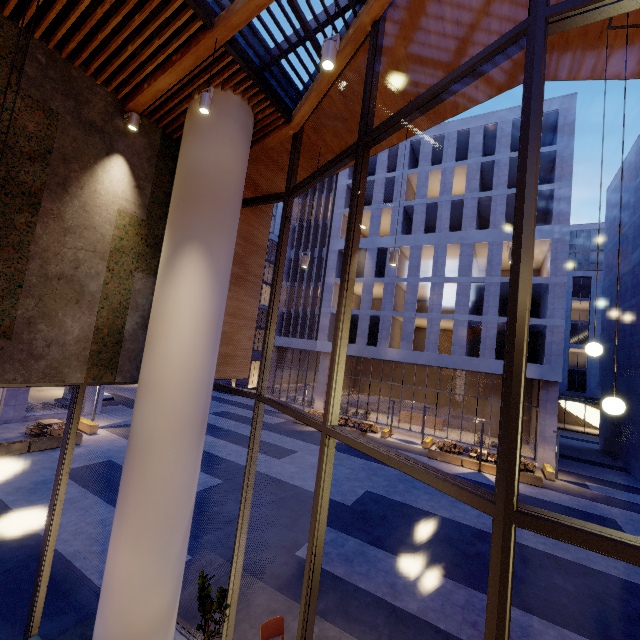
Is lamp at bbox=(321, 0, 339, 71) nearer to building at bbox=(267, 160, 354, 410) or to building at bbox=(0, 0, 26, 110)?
building at bbox=(0, 0, 26, 110)

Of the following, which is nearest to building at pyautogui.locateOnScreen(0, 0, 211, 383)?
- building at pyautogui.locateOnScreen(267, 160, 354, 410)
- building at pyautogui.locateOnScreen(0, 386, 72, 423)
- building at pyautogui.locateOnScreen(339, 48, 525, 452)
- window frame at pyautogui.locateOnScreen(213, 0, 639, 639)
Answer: window frame at pyautogui.locateOnScreen(213, 0, 639, 639)

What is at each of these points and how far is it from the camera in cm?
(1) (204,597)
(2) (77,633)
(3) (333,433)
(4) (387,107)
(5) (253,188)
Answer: (1) tree, 516
(2) building, 580
(3) window frame, 399
(4) building, 655
(5) building, 841

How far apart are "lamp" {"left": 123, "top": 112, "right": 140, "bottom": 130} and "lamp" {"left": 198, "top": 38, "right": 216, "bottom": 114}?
1.65m

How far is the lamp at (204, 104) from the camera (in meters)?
4.50

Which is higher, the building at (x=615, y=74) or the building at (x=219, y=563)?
the building at (x=615, y=74)

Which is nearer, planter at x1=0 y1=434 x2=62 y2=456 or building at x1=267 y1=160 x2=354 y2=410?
planter at x1=0 y1=434 x2=62 y2=456

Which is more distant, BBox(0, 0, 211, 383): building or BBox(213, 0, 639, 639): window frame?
BBox(0, 0, 211, 383): building
